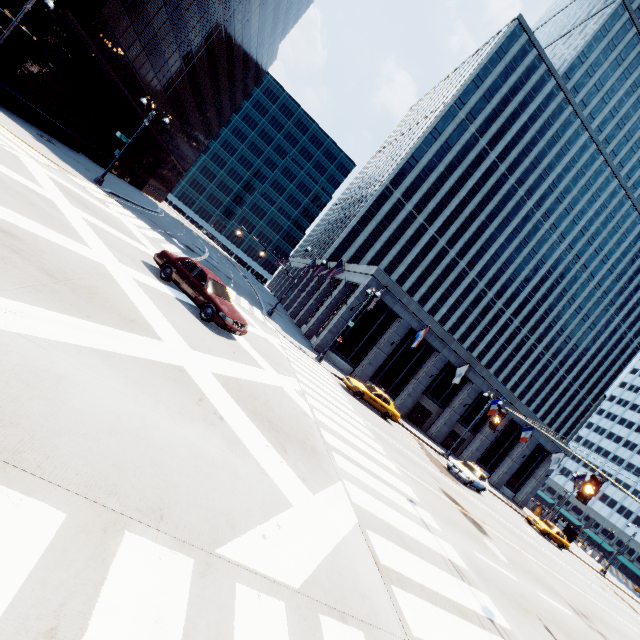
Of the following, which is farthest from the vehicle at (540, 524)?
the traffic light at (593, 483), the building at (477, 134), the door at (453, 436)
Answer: the traffic light at (593, 483)

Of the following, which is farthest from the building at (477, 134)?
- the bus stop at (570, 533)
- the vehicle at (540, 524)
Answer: the vehicle at (540, 524)

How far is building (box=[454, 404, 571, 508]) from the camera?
37.6m

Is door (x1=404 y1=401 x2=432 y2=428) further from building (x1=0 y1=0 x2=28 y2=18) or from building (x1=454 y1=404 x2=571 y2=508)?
building (x1=0 y1=0 x2=28 y2=18)

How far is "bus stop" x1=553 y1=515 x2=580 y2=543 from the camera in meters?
37.3

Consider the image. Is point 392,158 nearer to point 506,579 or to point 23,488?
point 506,579

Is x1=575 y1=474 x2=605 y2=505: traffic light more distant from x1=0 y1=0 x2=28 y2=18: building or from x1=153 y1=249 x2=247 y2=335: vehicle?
x1=0 y1=0 x2=28 y2=18: building

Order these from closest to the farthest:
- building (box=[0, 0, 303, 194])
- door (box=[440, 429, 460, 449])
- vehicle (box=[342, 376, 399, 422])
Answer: vehicle (box=[342, 376, 399, 422])
building (box=[0, 0, 303, 194])
door (box=[440, 429, 460, 449])
